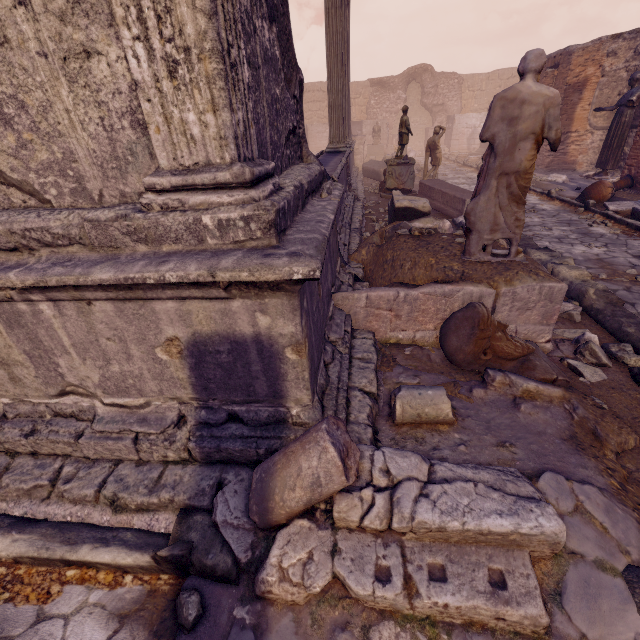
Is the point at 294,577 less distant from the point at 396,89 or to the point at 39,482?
the point at 39,482

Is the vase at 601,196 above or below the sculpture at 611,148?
below

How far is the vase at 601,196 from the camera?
8.0 meters

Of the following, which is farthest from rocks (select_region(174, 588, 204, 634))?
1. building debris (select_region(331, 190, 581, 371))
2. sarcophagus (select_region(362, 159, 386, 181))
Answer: sarcophagus (select_region(362, 159, 386, 181))

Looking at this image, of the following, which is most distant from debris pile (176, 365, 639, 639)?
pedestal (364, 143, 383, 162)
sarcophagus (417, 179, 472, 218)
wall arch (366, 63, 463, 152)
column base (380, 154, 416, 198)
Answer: wall arch (366, 63, 463, 152)

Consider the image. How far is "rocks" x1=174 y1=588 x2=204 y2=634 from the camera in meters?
1.6

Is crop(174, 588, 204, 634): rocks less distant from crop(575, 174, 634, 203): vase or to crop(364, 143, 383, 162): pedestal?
crop(575, 174, 634, 203): vase

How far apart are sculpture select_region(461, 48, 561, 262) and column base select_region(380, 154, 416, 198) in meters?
6.9 m
